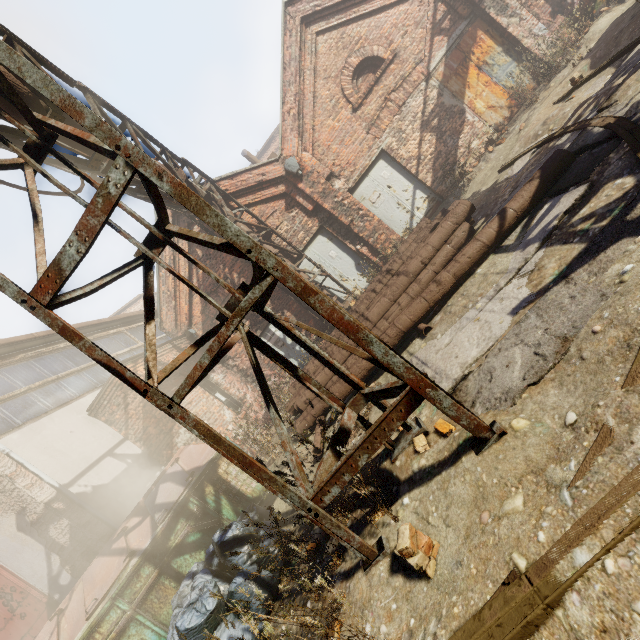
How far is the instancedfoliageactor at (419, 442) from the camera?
2.9 meters

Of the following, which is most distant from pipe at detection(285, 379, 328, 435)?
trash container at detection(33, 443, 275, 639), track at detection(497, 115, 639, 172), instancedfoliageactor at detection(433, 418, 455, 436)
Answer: track at detection(497, 115, 639, 172)

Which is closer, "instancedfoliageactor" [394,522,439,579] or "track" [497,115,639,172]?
"instancedfoliageactor" [394,522,439,579]

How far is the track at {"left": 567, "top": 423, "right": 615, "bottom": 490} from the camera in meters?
1.6 m

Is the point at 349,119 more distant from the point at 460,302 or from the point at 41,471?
the point at 41,471

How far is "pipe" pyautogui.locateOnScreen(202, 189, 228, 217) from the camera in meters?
9.3 m

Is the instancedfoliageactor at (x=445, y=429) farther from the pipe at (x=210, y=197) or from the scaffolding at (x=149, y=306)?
the pipe at (x=210, y=197)

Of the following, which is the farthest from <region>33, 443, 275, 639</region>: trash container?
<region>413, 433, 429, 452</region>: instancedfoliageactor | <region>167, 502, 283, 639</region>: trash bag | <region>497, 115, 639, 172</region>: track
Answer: <region>413, 433, 429, 452</region>: instancedfoliageactor
